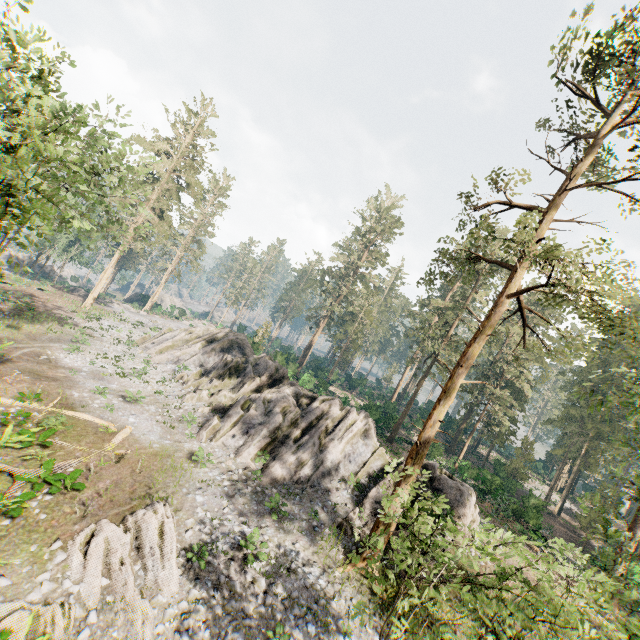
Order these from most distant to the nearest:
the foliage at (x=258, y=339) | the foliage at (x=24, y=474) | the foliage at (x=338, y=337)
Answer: the foliage at (x=338, y=337), the foliage at (x=258, y=339), the foliage at (x=24, y=474)

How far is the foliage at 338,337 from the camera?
51.4m

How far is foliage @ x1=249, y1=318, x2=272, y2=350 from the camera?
42.4m

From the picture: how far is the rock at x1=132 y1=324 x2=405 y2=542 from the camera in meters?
20.5 m

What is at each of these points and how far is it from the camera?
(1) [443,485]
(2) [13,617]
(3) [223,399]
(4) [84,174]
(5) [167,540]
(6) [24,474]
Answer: (1) rock, 20.2m
(2) foliage, 9.5m
(3) rock, 26.5m
(4) foliage, 20.0m
(5) foliage, 13.1m
(6) foliage, 13.5m

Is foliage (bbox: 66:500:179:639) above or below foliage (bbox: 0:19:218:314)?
below

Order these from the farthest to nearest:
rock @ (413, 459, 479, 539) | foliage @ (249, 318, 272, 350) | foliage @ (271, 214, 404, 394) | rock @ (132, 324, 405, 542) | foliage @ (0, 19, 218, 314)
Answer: foliage @ (271, 214, 404, 394) < foliage @ (249, 318, 272, 350) < rock @ (132, 324, 405, 542) < rock @ (413, 459, 479, 539) < foliage @ (0, 19, 218, 314)
